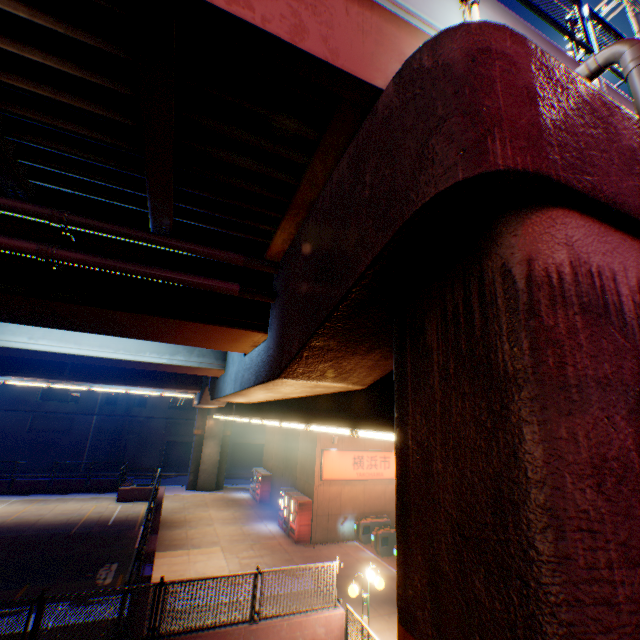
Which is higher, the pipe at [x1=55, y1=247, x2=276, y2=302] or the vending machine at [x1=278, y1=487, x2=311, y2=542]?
the pipe at [x1=55, y1=247, x2=276, y2=302]

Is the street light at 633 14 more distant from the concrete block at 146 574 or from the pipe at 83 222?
the concrete block at 146 574

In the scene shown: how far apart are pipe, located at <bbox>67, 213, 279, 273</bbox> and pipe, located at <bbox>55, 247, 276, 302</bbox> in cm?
30

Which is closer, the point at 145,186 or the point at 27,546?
the point at 145,186

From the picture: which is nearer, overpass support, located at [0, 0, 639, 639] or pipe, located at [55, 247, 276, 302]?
overpass support, located at [0, 0, 639, 639]

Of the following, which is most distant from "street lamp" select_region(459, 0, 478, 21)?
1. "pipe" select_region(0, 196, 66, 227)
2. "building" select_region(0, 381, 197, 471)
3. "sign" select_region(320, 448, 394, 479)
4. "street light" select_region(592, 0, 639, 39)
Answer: "building" select_region(0, 381, 197, 471)

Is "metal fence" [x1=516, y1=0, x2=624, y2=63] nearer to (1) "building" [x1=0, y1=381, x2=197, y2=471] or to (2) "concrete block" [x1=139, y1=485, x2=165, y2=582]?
(2) "concrete block" [x1=139, y1=485, x2=165, y2=582]

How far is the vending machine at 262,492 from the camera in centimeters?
2478cm
